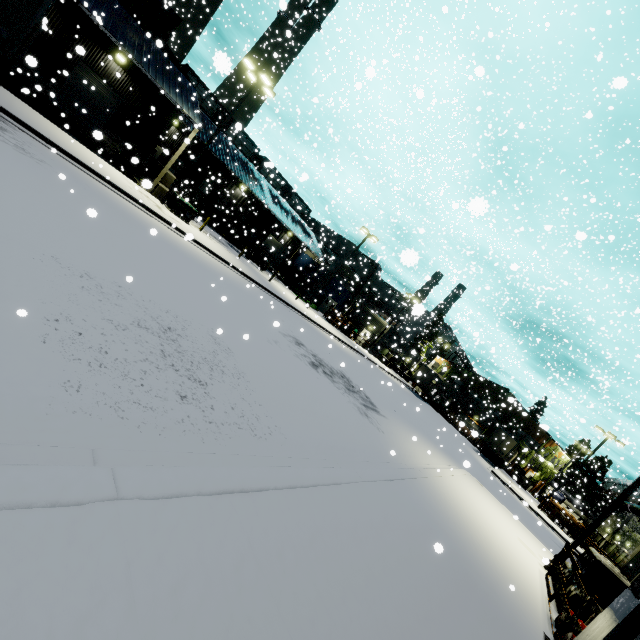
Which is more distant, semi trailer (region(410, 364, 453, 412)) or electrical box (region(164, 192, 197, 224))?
semi trailer (region(410, 364, 453, 412))

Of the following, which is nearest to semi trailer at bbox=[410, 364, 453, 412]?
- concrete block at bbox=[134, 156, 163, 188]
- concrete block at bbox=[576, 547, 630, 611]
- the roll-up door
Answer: concrete block at bbox=[134, 156, 163, 188]

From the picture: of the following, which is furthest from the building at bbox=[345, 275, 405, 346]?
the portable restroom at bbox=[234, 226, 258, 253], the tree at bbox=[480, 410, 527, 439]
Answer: the portable restroom at bbox=[234, 226, 258, 253]

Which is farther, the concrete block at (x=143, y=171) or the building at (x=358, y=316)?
the building at (x=358, y=316)

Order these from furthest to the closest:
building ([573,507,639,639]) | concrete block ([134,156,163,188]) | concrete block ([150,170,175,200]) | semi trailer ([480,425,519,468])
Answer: semi trailer ([480,425,519,468]) < concrete block ([150,170,175,200]) < concrete block ([134,156,163,188]) < building ([573,507,639,639])

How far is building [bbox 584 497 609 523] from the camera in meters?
48.1 m

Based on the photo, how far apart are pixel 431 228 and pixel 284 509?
37.4 meters

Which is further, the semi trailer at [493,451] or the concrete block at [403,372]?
the concrete block at [403,372]
